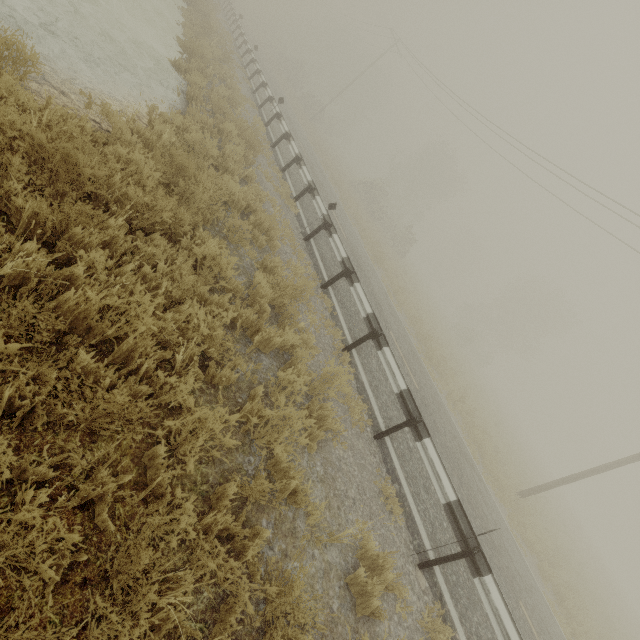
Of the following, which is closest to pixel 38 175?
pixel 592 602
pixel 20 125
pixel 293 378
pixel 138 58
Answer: pixel 20 125
